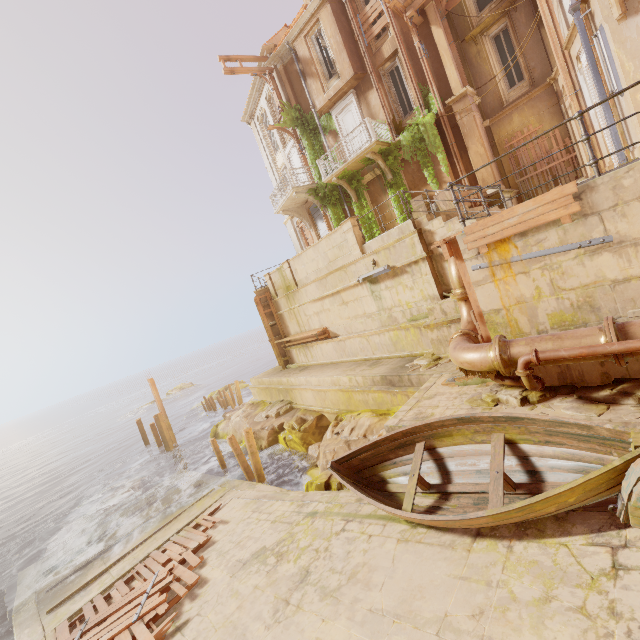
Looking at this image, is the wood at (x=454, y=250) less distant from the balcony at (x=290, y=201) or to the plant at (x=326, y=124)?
the plant at (x=326, y=124)

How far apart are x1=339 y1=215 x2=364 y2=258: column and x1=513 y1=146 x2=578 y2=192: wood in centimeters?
764cm

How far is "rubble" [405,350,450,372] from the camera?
9.69m

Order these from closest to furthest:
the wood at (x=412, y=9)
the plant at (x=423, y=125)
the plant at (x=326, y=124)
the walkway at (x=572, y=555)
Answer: the walkway at (x=572, y=555) → the wood at (x=412, y=9) → the plant at (x=423, y=125) → the plant at (x=326, y=124)

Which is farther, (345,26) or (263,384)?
(263,384)

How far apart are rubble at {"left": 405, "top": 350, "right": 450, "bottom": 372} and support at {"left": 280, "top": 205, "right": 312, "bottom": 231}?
13.8m

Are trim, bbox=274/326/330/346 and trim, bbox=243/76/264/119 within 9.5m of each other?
no

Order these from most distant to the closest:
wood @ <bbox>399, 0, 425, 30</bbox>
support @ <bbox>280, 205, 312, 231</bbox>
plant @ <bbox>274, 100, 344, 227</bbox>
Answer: support @ <bbox>280, 205, 312, 231</bbox> → plant @ <bbox>274, 100, 344, 227</bbox> → wood @ <bbox>399, 0, 425, 30</bbox>
